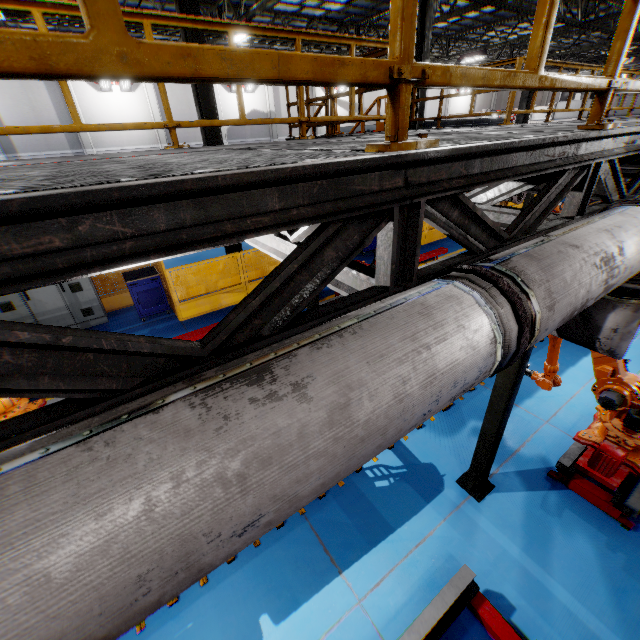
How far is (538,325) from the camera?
1.4 meters

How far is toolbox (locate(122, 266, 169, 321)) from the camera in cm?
841

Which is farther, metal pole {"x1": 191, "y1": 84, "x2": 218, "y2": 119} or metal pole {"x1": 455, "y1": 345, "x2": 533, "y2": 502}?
metal pole {"x1": 191, "y1": 84, "x2": 218, "y2": 119}

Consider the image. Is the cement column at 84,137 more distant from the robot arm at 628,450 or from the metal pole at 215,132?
the robot arm at 628,450

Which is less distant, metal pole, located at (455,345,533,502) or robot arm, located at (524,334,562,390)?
metal pole, located at (455,345,533,502)

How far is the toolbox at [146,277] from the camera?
8.41m

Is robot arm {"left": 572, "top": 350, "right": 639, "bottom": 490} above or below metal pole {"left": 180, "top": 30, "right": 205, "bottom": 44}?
below

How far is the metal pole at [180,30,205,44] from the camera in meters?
7.3 m
